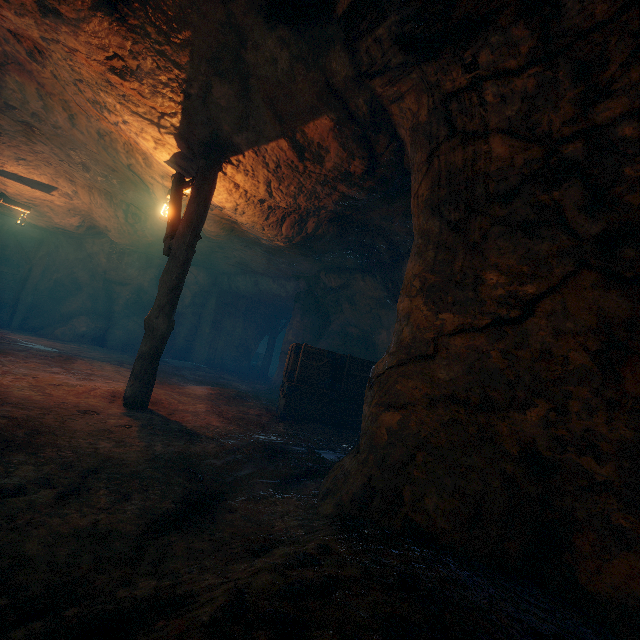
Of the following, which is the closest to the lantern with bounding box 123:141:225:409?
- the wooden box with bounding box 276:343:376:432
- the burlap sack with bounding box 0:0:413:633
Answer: the burlap sack with bounding box 0:0:413:633

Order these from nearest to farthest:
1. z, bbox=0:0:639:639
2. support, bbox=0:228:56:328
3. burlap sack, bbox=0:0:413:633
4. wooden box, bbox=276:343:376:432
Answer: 1. z, bbox=0:0:639:639
2. burlap sack, bbox=0:0:413:633
3. wooden box, bbox=276:343:376:432
4. support, bbox=0:228:56:328

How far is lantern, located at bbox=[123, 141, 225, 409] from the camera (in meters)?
5.10

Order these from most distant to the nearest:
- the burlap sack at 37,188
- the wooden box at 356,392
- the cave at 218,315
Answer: the cave at 218,315 < the wooden box at 356,392 < the burlap sack at 37,188

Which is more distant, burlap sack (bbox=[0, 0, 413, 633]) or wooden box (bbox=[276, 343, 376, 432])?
wooden box (bbox=[276, 343, 376, 432])

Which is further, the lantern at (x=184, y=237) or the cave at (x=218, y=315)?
the cave at (x=218, y=315)

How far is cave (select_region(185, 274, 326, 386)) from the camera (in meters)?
14.60

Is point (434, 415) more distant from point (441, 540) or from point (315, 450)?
point (315, 450)
